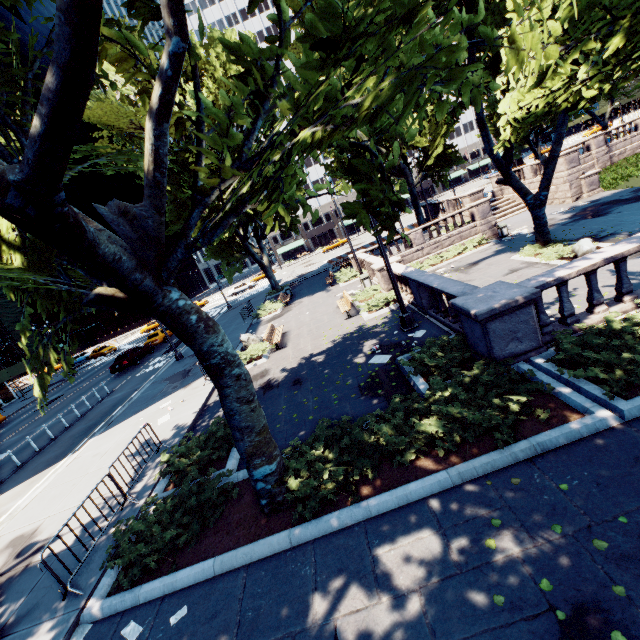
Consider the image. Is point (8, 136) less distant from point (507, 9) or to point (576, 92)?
point (507, 9)

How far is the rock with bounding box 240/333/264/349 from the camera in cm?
1792

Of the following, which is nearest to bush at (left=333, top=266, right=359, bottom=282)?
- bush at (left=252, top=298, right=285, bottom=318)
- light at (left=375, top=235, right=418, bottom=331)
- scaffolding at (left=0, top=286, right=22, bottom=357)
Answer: bush at (left=252, top=298, right=285, bottom=318)

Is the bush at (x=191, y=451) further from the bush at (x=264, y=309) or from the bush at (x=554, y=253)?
the bush at (x=554, y=253)

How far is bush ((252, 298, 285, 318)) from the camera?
25.3 meters

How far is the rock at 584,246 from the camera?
15.14m

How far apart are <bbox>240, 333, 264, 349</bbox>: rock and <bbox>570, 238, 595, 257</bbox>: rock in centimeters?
1642cm

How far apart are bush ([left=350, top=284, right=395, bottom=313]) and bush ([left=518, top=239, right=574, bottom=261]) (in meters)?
7.69
